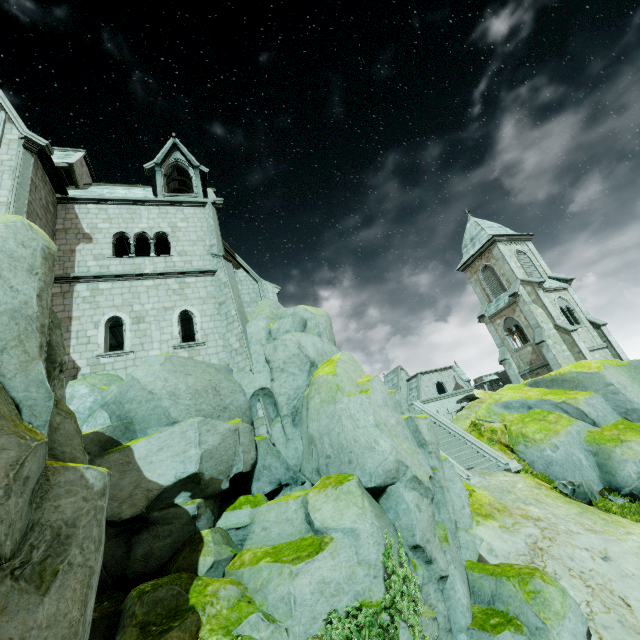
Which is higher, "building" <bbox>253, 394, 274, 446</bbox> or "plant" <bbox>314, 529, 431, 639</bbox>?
"building" <bbox>253, 394, 274, 446</bbox>

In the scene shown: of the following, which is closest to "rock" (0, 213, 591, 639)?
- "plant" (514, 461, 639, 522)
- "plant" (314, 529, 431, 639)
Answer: "plant" (314, 529, 431, 639)

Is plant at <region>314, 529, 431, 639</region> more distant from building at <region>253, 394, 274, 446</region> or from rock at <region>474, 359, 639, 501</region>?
building at <region>253, 394, 274, 446</region>

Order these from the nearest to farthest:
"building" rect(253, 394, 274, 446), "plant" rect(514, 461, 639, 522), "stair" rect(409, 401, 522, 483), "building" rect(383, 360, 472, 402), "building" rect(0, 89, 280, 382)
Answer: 1. "plant" rect(514, 461, 639, 522)
2. "building" rect(253, 394, 274, 446)
3. "building" rect(0, 89, 280, 382)
4. "stair" rect(409, 401, 522, 483)
5. "building" rect(383, 360, 472, 402)

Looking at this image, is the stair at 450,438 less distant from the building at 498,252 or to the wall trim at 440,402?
the wall trim at 440,402

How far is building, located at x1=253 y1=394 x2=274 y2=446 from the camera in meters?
13.6

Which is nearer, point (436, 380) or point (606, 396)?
point (606, 396)

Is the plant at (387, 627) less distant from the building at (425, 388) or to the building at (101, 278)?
the building at (101, 278)
